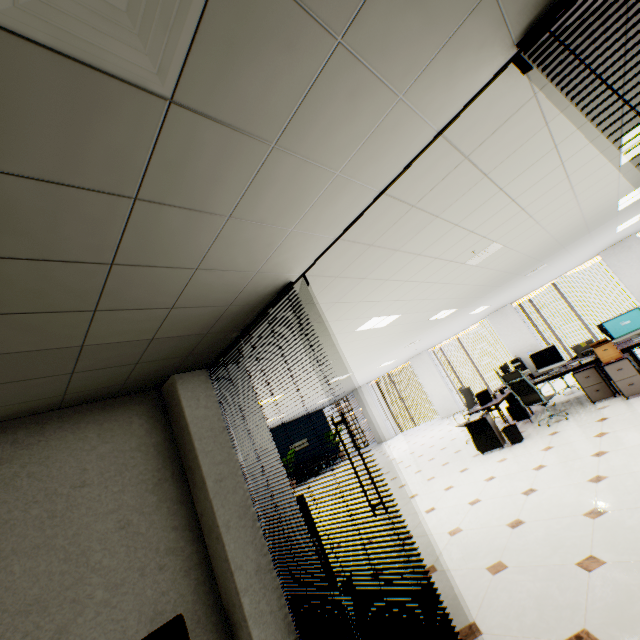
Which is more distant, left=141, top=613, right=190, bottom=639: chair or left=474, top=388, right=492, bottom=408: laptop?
left=474, top=388, right=492, bottom=408: laptop

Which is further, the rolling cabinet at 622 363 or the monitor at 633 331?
the monitor at 633 331

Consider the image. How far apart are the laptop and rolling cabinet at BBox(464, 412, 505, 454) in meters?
0.3 m

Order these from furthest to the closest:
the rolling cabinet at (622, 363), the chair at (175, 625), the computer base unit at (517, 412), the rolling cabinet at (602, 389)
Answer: the computer base unit at (517, 412)
the rolling cabinet at (602, 389)
the rolling cabinet at (622, 363)
the chair at (175, 625)

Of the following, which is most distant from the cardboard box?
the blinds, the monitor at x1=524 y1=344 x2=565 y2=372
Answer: the blinds

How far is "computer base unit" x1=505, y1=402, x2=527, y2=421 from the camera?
7.5m

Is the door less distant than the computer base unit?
Yes

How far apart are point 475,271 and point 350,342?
2.59m
